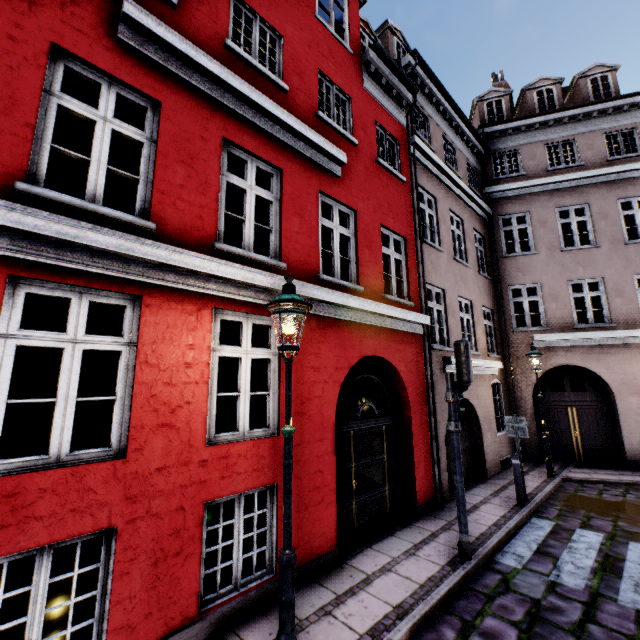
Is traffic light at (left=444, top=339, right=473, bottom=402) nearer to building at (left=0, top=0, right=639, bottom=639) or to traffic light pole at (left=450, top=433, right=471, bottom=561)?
traffic light pole at (left=450, top=433, right=471, bottom=561)

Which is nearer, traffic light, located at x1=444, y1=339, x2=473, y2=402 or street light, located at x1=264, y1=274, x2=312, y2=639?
street light, located at x1=264, y1=274, x2=312, y2=639

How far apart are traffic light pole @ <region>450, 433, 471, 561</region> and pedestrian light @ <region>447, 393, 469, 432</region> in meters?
0.0 m

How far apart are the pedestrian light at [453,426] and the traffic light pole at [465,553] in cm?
3

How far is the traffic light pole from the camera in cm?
515

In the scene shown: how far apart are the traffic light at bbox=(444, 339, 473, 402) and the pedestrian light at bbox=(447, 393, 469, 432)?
0.1 meters

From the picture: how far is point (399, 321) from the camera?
7.3 meters

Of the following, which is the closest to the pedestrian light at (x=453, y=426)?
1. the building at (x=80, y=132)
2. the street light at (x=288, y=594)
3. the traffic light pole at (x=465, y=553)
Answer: the traffic light pole at (x=465, y=553)
